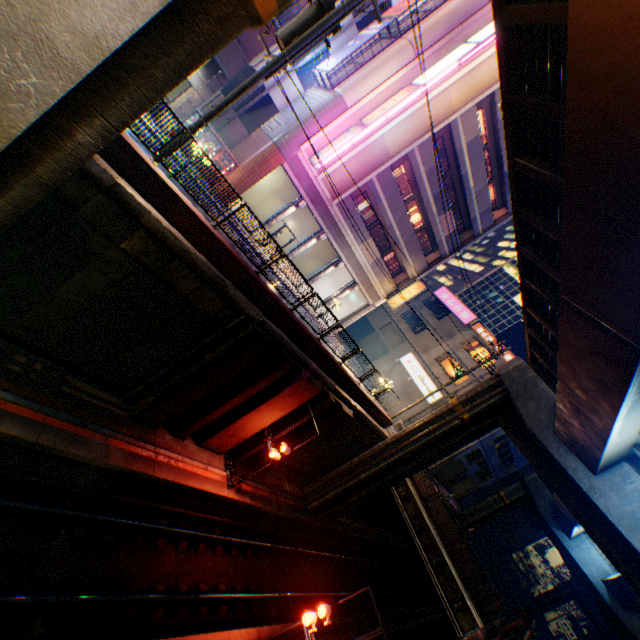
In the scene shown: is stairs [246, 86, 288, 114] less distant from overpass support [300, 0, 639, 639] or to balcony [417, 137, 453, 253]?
balcony [417, 137, 453, 253]

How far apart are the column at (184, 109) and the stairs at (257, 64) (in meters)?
4.72

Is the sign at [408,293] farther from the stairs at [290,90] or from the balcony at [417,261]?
the stairs at [290,90]

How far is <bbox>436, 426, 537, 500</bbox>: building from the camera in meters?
30.5 m

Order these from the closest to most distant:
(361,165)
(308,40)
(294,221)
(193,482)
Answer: (308,40)
(193,482)
(361,165)
(294,221)

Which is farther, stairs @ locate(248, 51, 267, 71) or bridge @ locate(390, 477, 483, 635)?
stairs @ locate(248, 51, 267, 71)

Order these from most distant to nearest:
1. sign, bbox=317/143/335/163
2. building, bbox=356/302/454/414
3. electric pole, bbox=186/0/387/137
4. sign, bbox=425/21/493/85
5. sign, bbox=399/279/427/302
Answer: building, bbox=356/302/454/414 → sign, bbox=399/279/427/302 → sign, bbox=317/143/335/163 → sign, bbox=425/21/493/85 → electric pole, bbox=186/0/387/137

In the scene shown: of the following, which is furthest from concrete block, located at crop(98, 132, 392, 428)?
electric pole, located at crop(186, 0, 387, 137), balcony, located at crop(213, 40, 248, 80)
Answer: balcony, located at crop(213, 40, 248, 80)
